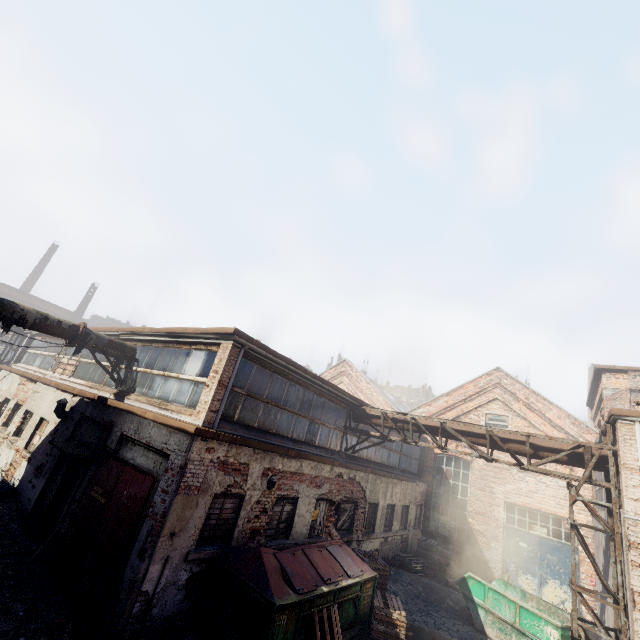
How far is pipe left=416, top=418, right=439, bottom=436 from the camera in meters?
10.9

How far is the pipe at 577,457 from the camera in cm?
861

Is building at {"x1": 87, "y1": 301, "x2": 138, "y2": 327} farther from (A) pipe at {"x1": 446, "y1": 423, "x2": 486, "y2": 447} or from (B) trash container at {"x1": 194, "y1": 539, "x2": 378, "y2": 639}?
(B) trash container at {"x1": 194, "y1": 539, "x2": 378, "y2": 639}

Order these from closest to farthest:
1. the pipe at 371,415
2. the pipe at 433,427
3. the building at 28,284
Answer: the pipe at 433,427
the pipe at 371,415
the building at 28,284

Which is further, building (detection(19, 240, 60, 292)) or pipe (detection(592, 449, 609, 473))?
building (detection(19, 240, 60, 292))

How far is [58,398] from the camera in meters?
11.5

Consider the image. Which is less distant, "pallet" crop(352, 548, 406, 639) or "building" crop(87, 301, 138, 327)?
"pallet" crop(352, 548, 406, 639)

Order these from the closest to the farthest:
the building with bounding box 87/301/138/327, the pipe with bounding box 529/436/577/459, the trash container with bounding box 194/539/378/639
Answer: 1. the trash container with bounding box 194/539/378/639
2. the pipe with bounding box 529/436/577/459
3. the building with bounding box 87/301/138/327
